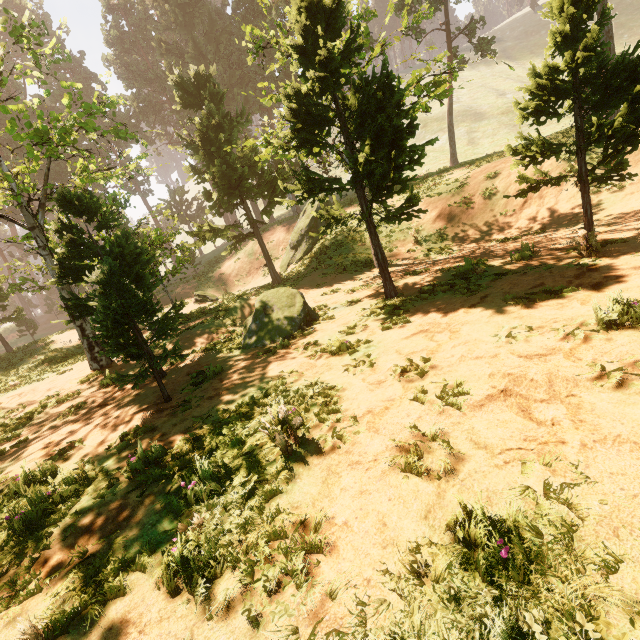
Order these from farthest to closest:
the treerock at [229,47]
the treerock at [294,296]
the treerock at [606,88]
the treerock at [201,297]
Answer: the treerock at [201,297], the treerock at [294,296], the treerock at [229,47], the treerock at [606,88]

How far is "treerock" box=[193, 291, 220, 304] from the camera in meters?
23.6 m

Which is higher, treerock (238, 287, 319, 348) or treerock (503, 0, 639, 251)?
treerock (503, 0, 639, 251)

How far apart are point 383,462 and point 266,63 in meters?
44.4 m

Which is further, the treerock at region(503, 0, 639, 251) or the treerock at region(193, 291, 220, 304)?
the treerock at region(193, 291, 220, 304)

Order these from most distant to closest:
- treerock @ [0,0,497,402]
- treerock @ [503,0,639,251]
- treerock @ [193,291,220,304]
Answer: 1. treerock @ [193,291,220,304]
2. treerock @ [0,0,497,402]
3. treerock @ [503,0,639,251]

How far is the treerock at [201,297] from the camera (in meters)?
23.58
